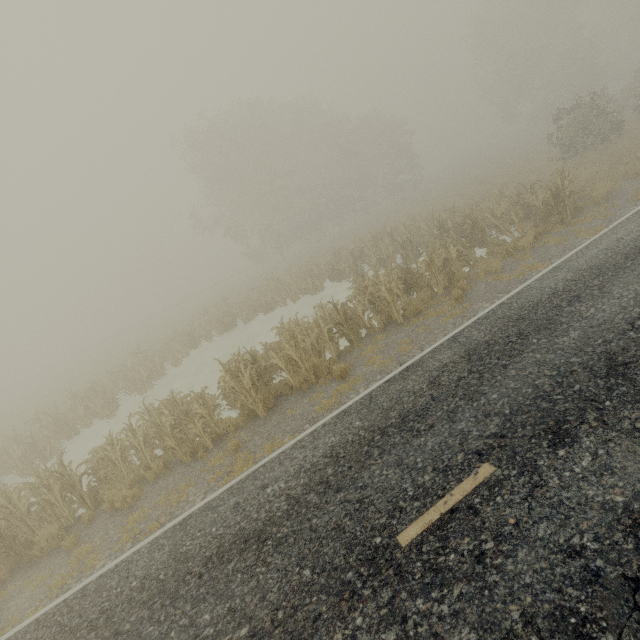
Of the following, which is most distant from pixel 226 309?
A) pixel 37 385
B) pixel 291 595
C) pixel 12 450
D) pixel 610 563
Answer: pixel 37 385
